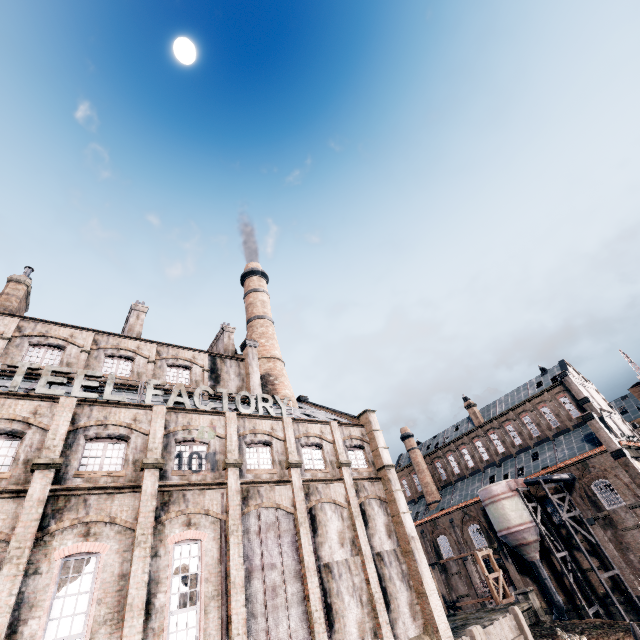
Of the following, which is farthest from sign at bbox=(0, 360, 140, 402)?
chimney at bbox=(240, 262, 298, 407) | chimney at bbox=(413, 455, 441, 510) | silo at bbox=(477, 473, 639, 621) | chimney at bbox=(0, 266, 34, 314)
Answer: chimney at bbox=(413, 455, 441, 510)

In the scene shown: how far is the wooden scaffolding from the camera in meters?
30.5 m

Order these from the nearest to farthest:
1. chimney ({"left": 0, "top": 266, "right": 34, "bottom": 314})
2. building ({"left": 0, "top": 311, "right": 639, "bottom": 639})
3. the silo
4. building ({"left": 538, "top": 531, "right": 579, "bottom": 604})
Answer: building ({"left": 0, "top": 311, "right": 639, "bottom": 639}) → chimney ({"left": 0, "top": 266, "right": 34, "bottom": 314}) → the silo → building ({"left": 538, "top": 531, "right": 579, "bottom": 604})

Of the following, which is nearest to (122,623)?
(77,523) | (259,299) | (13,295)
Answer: (77,523)

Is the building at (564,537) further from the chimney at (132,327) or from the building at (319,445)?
the chimney at (132,327)

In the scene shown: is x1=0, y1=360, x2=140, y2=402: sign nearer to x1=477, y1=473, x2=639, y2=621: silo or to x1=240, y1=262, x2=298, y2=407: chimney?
x1=240, y1=262, x2=298, y2=407: chimney

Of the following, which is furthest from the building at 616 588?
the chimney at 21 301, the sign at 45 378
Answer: the chimney at 21 301

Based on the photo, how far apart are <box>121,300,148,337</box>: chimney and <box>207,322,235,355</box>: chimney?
7.5m
